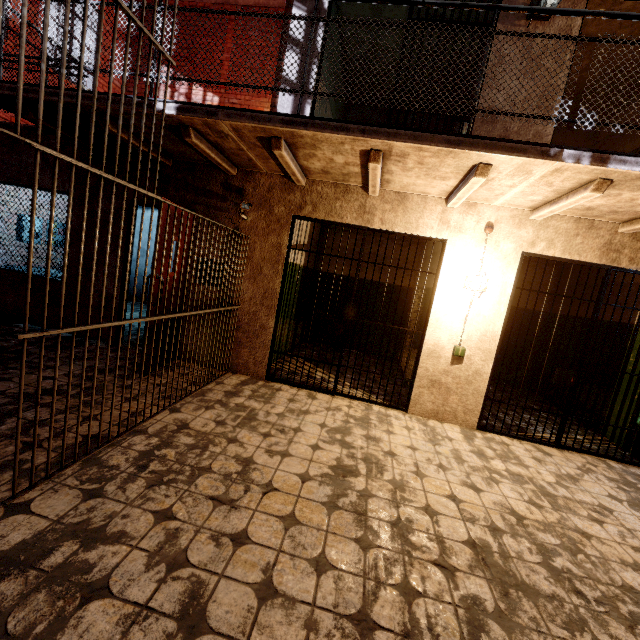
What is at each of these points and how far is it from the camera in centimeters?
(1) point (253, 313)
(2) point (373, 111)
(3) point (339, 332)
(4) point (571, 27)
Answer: (1) building, 465cm
(2) building, 748cm
(3) metal bar, 448cm
(4) building, 371cm

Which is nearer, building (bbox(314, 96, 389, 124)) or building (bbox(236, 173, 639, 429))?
building (bbox(236, 173, 639, 429))

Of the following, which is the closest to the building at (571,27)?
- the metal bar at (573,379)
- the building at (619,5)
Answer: the building at (619,5)

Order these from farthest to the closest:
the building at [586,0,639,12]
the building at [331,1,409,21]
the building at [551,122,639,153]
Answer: the building at [551,122,639,153] → the building at [331,1,409,21] → the building at [586,0,639,12]

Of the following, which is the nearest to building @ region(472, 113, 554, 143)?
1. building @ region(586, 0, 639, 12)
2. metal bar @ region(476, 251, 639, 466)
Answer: building @ region(586, 0, 639, 12)

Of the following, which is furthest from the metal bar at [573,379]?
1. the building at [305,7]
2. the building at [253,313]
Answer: the building at [305,7]

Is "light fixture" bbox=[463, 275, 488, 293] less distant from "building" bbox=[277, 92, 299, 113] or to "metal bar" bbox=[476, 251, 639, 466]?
"metal bar" bbox=[476, 251, 639, 466]

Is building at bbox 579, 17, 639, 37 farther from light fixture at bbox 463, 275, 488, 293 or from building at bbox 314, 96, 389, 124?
light fixture at bbox 463, 275, 488, 293
